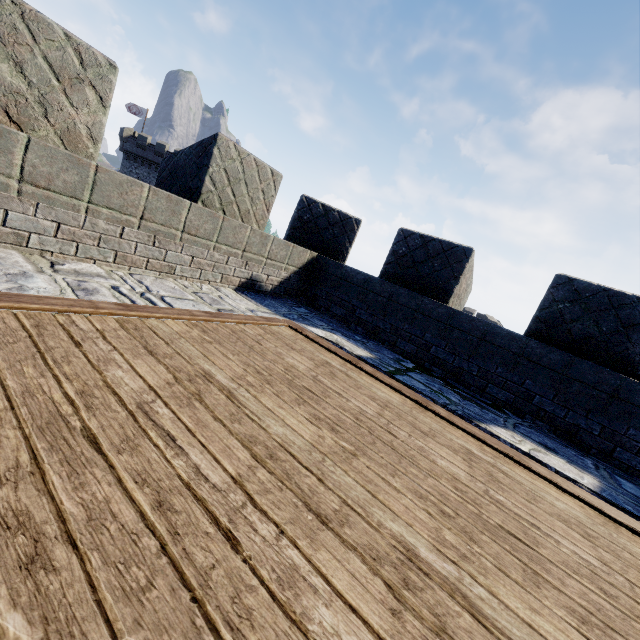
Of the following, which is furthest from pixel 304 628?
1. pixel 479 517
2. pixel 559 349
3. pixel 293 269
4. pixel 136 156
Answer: pixel 136 156
